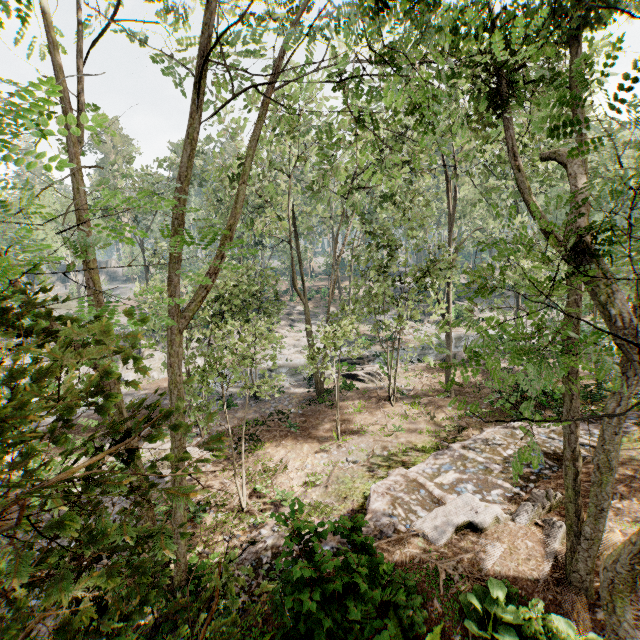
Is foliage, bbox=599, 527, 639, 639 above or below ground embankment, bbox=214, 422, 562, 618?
above

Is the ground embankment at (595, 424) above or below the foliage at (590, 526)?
below

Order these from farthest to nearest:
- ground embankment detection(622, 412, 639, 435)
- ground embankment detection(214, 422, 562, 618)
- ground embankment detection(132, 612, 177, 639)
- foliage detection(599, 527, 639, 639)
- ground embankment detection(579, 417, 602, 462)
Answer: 1. ground embankment detection(622, 412, 639, 435)
2. ground embankment detection(579, 417, 602, 462)
3. ground embankment detection(132, 612, 177, 639)
4. ground embankment detection(214, 422, 562, 618)
5. foliage detection(599, 527, 639, 639)

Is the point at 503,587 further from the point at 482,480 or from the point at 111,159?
the point at 111,159

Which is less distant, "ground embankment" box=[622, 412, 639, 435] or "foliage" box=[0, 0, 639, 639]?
"foliage" box=[0, 0, 639, 639]

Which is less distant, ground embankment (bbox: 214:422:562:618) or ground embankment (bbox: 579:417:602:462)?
ground embankment (bbox: 214:422:562:618)

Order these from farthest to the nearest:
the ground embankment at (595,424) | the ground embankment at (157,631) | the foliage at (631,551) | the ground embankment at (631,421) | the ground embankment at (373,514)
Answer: the ground embankment at (631,421) → the ground embankment at (595,424) → the ground embankment at (157,631) → the ground embankment at (373,514) → the foliage at (631,551)
